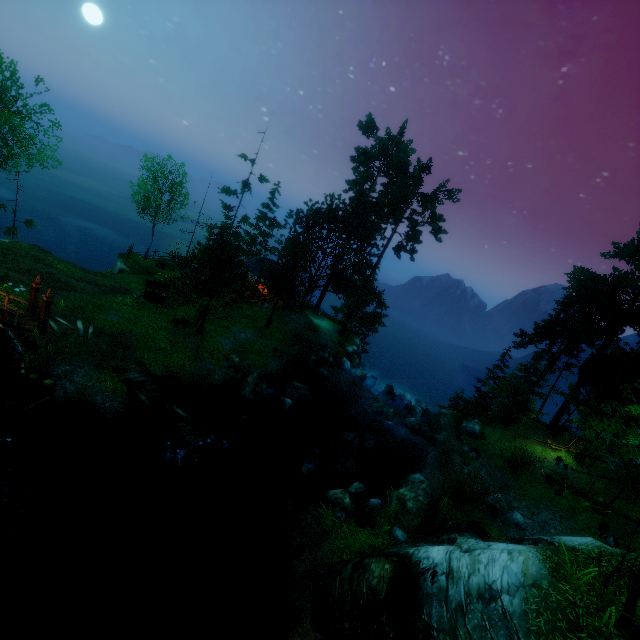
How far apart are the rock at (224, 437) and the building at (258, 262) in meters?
19.8

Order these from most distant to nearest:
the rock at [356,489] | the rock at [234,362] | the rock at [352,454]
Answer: the rock at [234,362], the rock at [352,454], the rock at [356,489]

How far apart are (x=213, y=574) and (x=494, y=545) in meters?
10.8

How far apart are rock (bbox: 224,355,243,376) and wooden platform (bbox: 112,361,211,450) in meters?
5.3

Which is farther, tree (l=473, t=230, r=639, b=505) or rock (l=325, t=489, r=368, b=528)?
rock (l=325, t=489, r=368, b=528)

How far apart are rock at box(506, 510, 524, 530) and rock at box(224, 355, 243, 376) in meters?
18.7 m

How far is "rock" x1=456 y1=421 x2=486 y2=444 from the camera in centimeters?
2421cm

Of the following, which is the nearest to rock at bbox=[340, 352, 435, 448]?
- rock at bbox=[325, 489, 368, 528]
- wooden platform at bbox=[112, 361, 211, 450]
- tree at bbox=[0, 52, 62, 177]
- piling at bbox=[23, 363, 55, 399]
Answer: tree at bbox=[0, 52, 62, 177]
